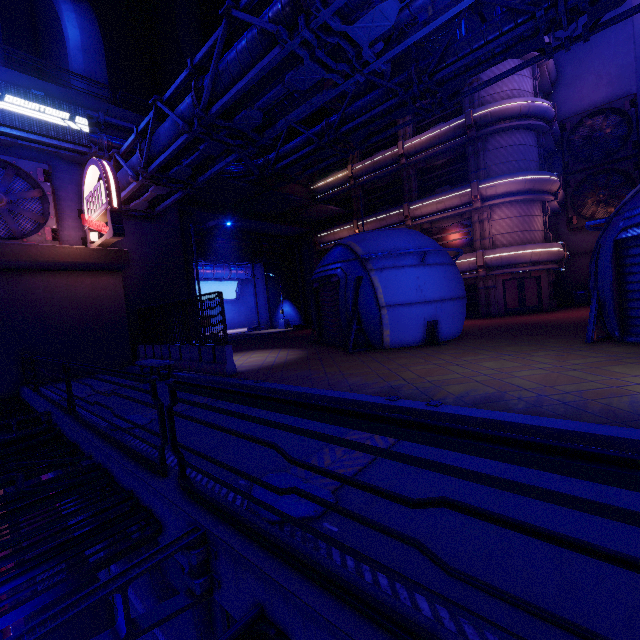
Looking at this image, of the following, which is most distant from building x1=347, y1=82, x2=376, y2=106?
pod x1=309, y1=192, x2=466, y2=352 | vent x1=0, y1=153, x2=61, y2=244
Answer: pod x1=309, y1=192, x2=466, y2=352

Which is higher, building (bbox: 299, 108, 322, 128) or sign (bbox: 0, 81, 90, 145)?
building (bbox: 299, 108, 322, 128)

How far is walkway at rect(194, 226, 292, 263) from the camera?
26.7 meters

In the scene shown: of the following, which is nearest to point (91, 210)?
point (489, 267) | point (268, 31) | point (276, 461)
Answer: point (268, 31)

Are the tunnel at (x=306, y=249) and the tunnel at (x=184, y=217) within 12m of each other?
yes

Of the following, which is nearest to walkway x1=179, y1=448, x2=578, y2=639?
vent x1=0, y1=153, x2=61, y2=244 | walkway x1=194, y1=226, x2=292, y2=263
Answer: vent x1=0, y1=153, x2=61, y2=244

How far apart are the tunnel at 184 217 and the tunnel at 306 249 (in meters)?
10.80

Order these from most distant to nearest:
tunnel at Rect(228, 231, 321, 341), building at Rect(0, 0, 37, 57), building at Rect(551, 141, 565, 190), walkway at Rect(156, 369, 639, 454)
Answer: tunnel at Rect(228, 231, 321, 341) < building at Rect(551, 141, 565, 190) < building at Rect(0, 0, 37, 57) < walkway at Rect(156, 369, 639, 454)
